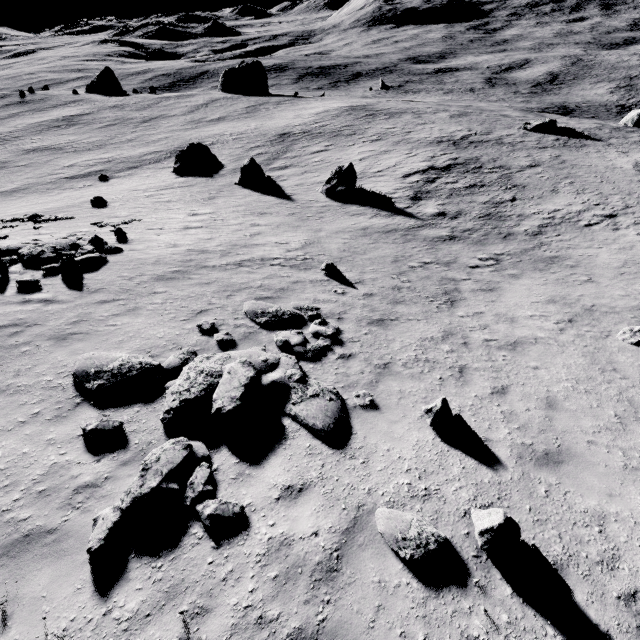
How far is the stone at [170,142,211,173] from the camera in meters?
33.9

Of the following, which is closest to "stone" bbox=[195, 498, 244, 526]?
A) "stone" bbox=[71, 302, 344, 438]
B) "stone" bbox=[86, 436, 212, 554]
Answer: "stone" bbox=[86, 436, 212, 554]

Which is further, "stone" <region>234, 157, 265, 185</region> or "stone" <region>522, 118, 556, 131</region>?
"stone" <region>522, 118, 556, 131</region>

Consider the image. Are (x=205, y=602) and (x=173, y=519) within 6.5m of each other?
yes

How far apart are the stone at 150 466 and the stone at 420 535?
3.18m

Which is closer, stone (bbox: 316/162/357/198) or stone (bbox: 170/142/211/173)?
stone (bbox: 316/162/357/198)

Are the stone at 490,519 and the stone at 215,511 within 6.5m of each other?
yes

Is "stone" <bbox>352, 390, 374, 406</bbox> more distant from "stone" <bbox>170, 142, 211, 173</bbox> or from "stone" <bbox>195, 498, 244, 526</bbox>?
"stone" <bbox>170, 142, 211, 173</bbox>
